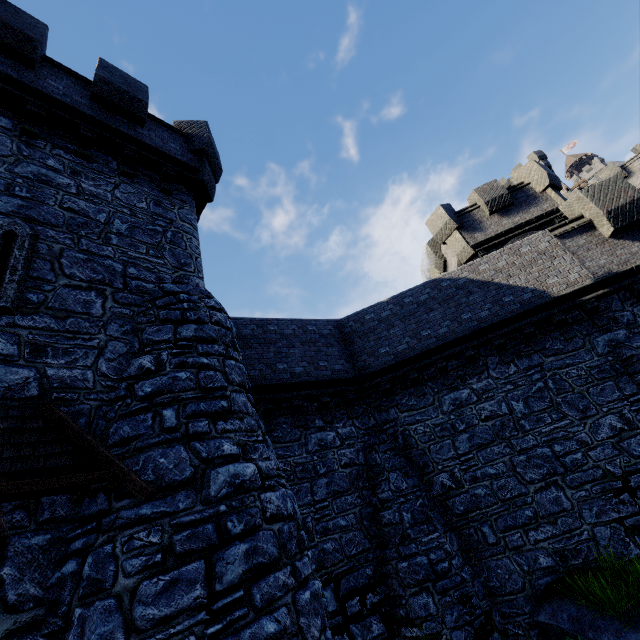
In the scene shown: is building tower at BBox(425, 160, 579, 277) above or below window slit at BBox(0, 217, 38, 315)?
above

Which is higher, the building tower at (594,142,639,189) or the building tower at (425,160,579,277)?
the building tower at (594,142,639,189)

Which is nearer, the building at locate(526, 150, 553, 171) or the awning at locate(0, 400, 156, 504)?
the awning at locate(0, 400, 156, 504)

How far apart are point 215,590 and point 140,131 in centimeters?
1127cm

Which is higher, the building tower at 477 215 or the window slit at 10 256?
the building tower at 477 215

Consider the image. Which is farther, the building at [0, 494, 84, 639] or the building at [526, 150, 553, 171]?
the building at [526, 150, 553, 171]

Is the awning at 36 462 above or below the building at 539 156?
below

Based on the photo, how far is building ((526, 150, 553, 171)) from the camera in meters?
44.3
